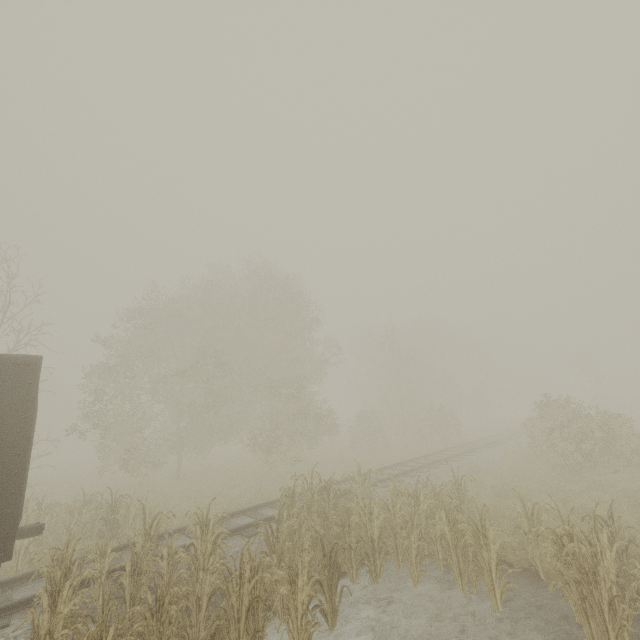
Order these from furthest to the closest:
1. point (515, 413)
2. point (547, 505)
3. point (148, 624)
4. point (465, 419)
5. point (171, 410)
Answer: point (515, 413), point (465, 419), point (171, 410), point (547, 505), point (148, 624)
